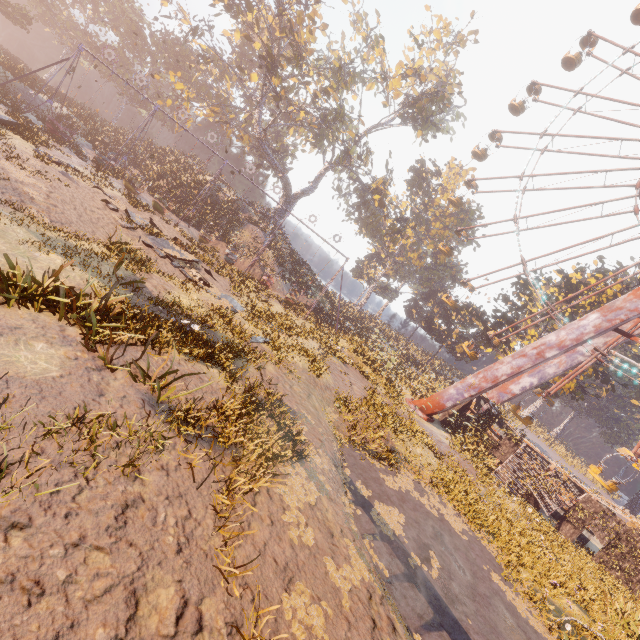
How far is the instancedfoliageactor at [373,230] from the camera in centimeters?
5338cm

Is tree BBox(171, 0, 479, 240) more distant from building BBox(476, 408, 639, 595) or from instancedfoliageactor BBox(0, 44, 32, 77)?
building BBox(476, 408, 639, 595)

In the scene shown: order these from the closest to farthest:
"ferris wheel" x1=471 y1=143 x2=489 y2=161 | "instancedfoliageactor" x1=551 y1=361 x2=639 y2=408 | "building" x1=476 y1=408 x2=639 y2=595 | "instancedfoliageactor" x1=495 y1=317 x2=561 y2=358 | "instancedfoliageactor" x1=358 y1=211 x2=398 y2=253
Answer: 1. "building" x1=476 y1=408 x2=639 y2=595
2. "instancedfoliageactor" x1=551 y1=361 x2=639 y2=408
3. "instancedfoliageactor" x1=495 y1=317 x2=561 y2=358
4. "ferris wheel" x1=471 y1=143 x2=489 y2=161
5. "instancedfoliageactor" x1=358 y1=211 x2=398 y2=253

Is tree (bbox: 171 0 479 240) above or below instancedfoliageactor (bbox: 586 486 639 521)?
above

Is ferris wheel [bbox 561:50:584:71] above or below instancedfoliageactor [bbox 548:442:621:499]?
above

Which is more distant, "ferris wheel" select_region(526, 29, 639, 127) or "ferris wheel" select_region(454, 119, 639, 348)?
"ferris wheel" select_region(526, 29, 639, 127)

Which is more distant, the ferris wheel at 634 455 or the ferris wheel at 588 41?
the ferris wheel at 588 41

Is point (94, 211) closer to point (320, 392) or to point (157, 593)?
point (320, 392)
